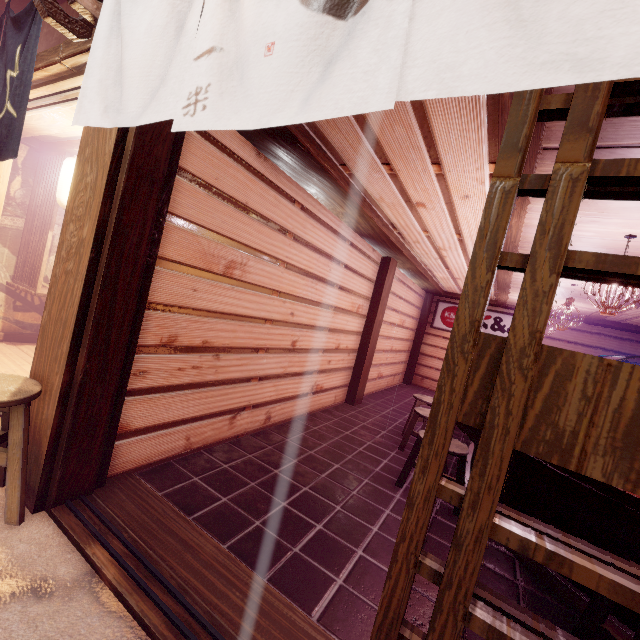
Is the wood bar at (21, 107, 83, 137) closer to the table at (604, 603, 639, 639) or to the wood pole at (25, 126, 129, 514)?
the wood pole at (25, 126, 129, 514)

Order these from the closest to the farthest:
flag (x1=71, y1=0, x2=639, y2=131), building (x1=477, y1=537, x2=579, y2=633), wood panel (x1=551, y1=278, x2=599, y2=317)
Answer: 1. flag (x1=71, y1=0, x2=639, y2=131)
2. building (x1=477, y1=537, x2=579, y2=633)
3. wood panel (x1=551, y1=278, x2=599, y2=317)

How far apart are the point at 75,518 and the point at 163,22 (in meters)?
4.78

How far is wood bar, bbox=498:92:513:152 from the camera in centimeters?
287cm

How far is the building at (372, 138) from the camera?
3.7 meters

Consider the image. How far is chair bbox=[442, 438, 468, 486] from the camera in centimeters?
543cm

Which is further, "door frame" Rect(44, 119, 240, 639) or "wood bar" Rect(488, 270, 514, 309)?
"wood bar" Rect(488, 270, 514, 309)

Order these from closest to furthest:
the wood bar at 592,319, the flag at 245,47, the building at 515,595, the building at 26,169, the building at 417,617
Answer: the flag at 245,47
the building at 417,617
the building at 515,595
the building at 26,169
the wood bar at 592,319
